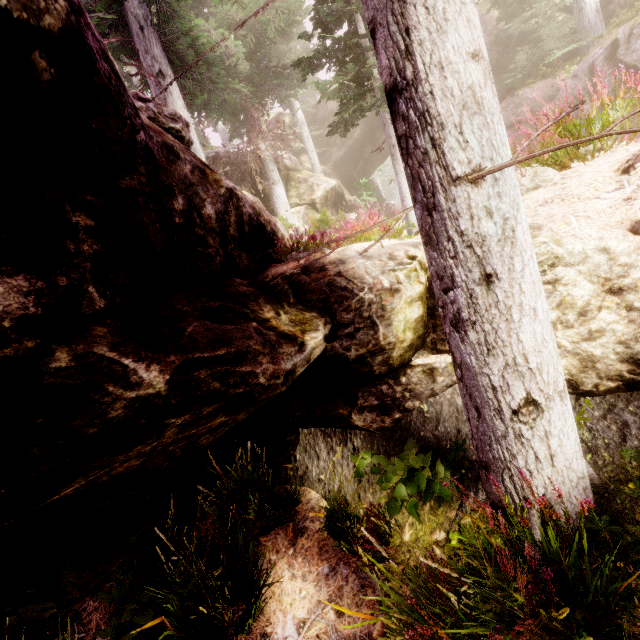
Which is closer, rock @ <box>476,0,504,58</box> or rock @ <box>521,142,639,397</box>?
rock @ <box>521,142,639,397</box>

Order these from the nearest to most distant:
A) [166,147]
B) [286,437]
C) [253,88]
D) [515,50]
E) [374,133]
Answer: [166,147], [286,437], [253,88], [515,50], [374,133]

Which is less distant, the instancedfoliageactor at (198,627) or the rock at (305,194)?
the instancedfoliageactor at (198,627)

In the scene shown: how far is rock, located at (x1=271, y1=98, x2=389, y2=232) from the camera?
20.05m

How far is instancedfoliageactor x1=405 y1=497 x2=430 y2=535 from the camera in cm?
203

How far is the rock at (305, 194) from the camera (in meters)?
20.05
